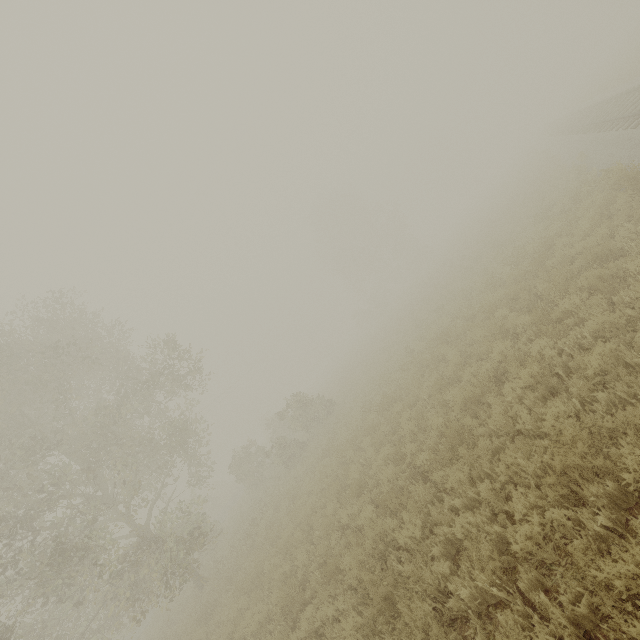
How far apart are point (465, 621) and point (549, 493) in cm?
204
